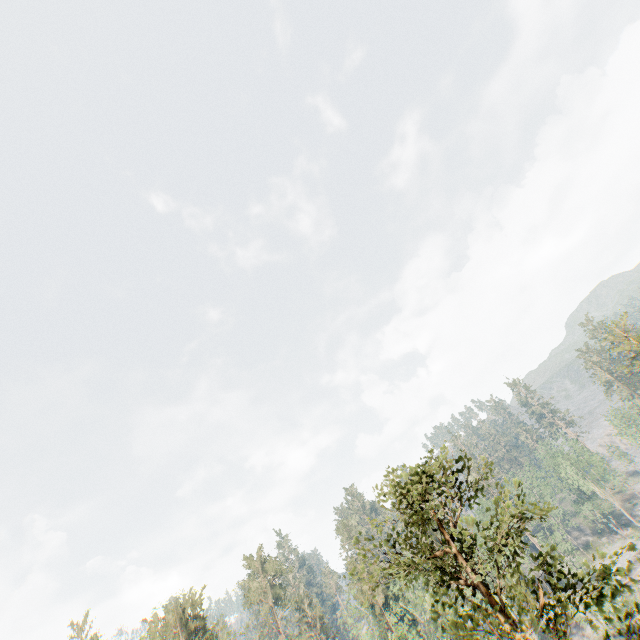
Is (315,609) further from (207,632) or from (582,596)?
(582,596)

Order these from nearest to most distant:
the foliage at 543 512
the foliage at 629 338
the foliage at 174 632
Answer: the foliage at 543 512 < the foliage at 174 632 < the foliage at 629 338

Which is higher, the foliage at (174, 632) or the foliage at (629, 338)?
the foliage at (174, 632)

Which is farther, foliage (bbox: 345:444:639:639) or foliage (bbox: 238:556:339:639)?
foliage (bbox: 238:556:339:639)

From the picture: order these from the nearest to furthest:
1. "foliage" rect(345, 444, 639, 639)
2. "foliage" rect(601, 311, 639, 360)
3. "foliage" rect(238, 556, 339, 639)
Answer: "foliage" rect(345, 444, 639, 639)
"foliage" rect(601, 311, 639, 360)
"foliage" rect(238, 556, 339, 639)
